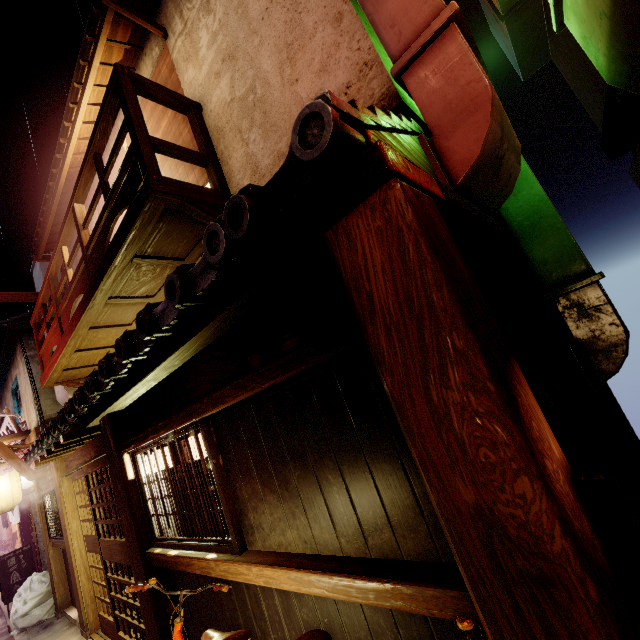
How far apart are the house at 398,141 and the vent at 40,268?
18.0m

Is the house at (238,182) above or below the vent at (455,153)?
above

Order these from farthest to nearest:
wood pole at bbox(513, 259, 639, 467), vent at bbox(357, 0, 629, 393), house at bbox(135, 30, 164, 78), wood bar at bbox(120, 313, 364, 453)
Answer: house at bbox(135, 30, 164, 78) < wood pole at bbox(513, 259, 639, 467) < vent at bbox(357, 0, 629, 393) < wood bar at bbox(120, 313, 364, 453)

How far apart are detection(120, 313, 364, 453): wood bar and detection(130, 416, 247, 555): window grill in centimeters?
3cm

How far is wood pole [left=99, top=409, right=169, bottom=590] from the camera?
6.62m

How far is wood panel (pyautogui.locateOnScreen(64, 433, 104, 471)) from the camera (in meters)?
8.73

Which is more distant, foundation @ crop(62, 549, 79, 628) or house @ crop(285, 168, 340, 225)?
foundation @ crop(62, 549, 79, 628)

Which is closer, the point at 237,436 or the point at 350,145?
the point at 350,145
